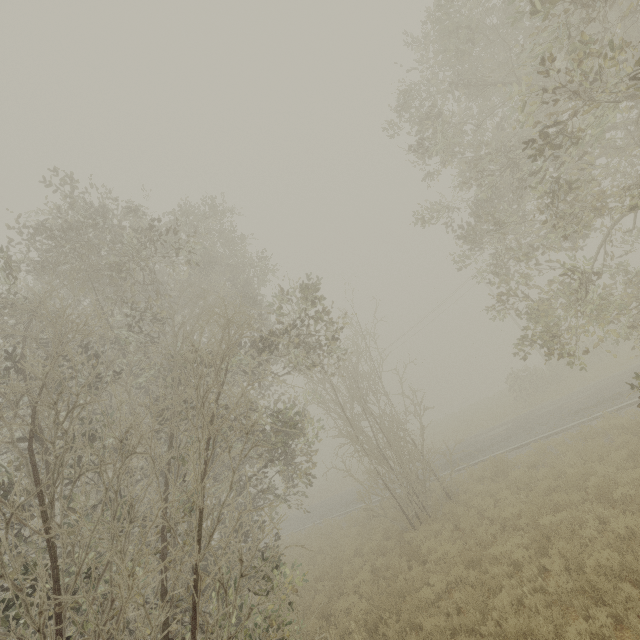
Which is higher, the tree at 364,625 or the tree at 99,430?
the tree at 99,430

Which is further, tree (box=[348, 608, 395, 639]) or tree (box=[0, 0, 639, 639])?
tree (box=[348, 608, 395, 639])

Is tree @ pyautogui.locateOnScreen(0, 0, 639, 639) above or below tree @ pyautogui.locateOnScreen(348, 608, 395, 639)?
above

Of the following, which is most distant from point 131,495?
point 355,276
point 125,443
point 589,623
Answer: point 355,276

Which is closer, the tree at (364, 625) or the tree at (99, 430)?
the tree at (99, 430)
